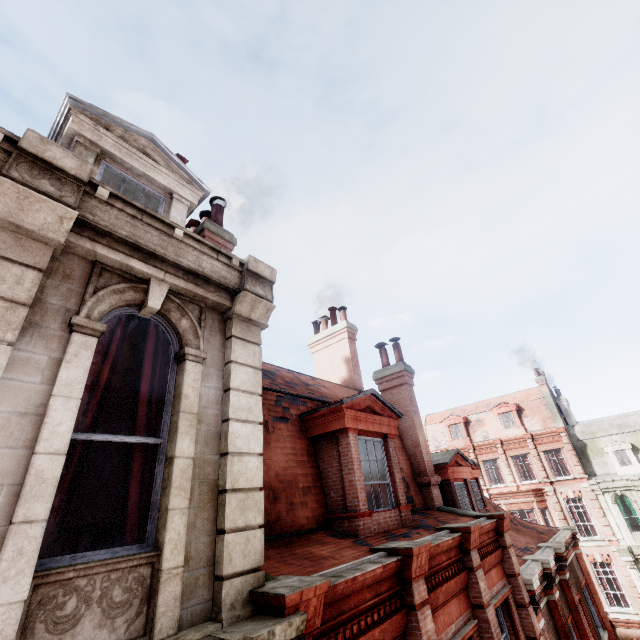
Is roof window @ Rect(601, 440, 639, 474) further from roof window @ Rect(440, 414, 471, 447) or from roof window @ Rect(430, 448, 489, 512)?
roof window @ Rect(430, 448, 489, 512)

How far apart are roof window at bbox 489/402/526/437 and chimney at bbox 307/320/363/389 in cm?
2430

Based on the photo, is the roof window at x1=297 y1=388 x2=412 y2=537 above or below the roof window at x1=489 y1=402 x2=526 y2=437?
below

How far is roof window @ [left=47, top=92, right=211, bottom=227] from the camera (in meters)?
5.18

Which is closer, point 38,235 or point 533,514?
point 38,235

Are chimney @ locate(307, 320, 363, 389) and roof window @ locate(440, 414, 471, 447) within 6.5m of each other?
no

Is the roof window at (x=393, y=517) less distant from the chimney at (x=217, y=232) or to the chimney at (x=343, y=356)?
the chimney at (x=217, y=232)

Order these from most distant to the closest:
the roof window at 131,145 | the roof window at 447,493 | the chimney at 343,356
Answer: the chimney at 343,356
the roof window at 447,493
the roof window at 131,145
